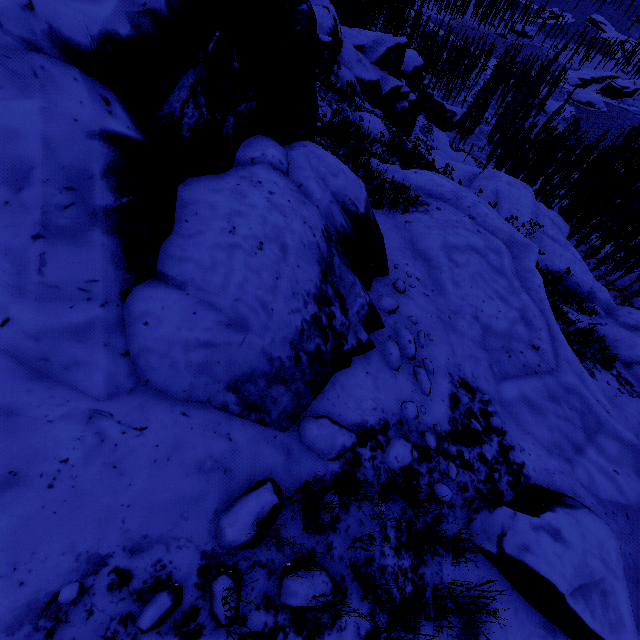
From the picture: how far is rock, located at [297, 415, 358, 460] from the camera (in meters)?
2.87

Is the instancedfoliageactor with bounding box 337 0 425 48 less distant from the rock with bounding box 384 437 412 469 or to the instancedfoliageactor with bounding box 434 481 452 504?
the rock with bounding box 384 437 412 469

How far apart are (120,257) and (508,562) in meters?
4.5 m

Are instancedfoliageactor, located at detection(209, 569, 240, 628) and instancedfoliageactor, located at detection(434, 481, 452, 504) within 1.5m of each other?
no

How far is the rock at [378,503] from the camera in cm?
250

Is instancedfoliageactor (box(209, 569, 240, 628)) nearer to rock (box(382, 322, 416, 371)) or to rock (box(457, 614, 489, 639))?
rock (box(382, 322, 416, 371))

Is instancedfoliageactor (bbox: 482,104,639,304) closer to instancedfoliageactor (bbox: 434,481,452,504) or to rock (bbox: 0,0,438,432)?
rock (bbox: 0,0,438,432)
